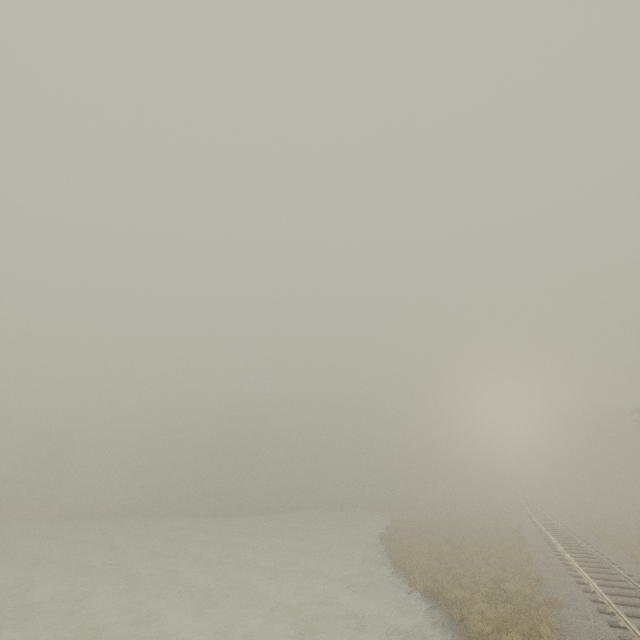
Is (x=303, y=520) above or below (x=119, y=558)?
above
